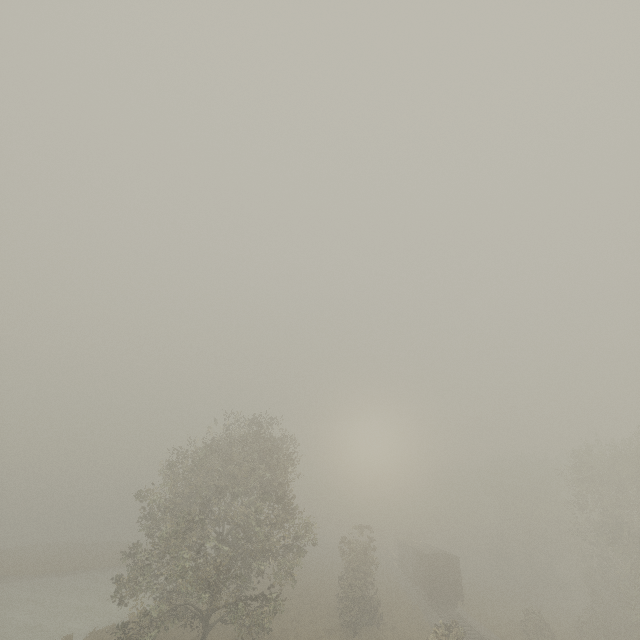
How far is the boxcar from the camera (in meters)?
32.69

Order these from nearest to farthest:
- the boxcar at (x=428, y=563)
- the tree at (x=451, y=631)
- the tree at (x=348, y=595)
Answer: the tree at (x=451, y=631) < the tree at (x=348, y=595) < the boxcar at (x=428, y=563)

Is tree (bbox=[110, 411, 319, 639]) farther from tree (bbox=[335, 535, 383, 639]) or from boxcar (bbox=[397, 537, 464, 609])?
boxcar (bbox=[397, 537, 464, 609])

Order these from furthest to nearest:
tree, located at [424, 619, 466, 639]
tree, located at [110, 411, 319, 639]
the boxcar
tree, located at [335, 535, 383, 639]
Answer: the boxcar → tree, located at [335, 535, 383, 639] → tree, located at [110, 411, 319, 639] → tree, located at [424, 619, 466, 639]

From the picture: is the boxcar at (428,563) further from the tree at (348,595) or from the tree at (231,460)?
the tree at (231,460)

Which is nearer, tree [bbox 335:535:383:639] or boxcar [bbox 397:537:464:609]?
tree [bbox 335:535:383:639]

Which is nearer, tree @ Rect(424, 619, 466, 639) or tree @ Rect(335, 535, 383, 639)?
tree @ Rect(424, 619, 466, 639)

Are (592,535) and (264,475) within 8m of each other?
no
